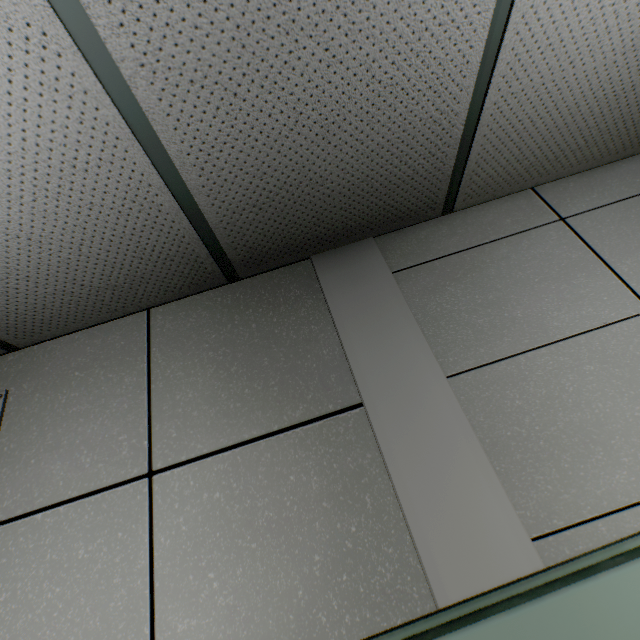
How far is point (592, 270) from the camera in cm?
124
